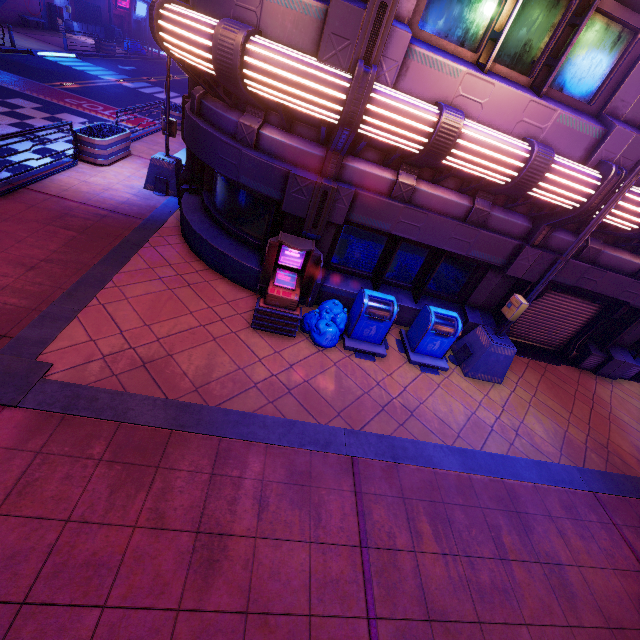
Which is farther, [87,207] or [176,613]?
[87,207]

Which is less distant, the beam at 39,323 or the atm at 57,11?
the beam at 39,323

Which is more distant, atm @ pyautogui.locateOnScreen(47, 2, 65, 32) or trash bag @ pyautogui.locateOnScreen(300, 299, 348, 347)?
atm @ pyautogui.locateOnScreen(47, 2, 65, 32)

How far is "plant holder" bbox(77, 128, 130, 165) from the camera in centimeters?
1023cm

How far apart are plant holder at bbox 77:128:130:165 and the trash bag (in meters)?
9.13

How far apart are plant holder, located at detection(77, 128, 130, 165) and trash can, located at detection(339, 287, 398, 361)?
9.7 meters

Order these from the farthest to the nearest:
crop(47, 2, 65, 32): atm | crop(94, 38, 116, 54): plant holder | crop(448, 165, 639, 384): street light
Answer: crop(47, 2, 65, 32): atm → crop(94, 38, 116, 54): plant holder → crop(448, 165, 639, 384): street light

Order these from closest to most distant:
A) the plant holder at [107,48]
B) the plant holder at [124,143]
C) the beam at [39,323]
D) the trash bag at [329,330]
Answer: the beam at [39,323] < the trash bag at [329,330] < the plant holder at [124,143] < the plant holder at [107,48]
